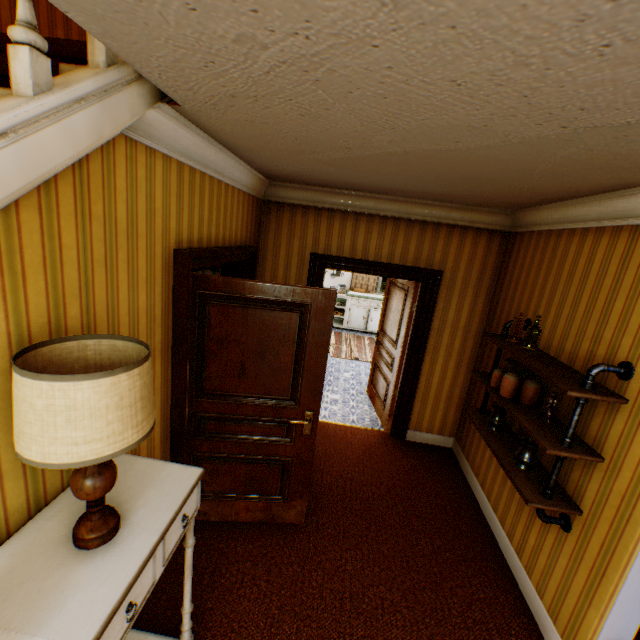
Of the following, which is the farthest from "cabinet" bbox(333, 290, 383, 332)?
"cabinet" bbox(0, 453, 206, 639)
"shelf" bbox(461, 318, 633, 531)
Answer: "cabinet" bbox(0, 453, 206, 639)

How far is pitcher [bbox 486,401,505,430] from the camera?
3.1 meters

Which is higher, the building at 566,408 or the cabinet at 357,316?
the building at 566,408

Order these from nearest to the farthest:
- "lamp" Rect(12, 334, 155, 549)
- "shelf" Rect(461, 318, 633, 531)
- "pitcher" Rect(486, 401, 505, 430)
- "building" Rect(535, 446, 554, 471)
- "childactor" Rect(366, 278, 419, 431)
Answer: "lamp" Rect(12, 334, 155, 549), "shelf" Rect(461, 318, 633, 531), "building" Rect(535, 446, 554, 471), "pitcher" Rect(486, 401, 505, 430), "childactor" Rect(366, 278, 419, 431)

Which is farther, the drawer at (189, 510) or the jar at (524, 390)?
the jar at (524, 390)

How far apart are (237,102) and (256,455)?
2.6m

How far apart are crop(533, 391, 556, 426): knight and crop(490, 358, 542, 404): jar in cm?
25

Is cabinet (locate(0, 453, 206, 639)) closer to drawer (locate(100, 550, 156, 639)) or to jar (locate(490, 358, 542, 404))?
drawer (locate(100, 550, 156, 639))
